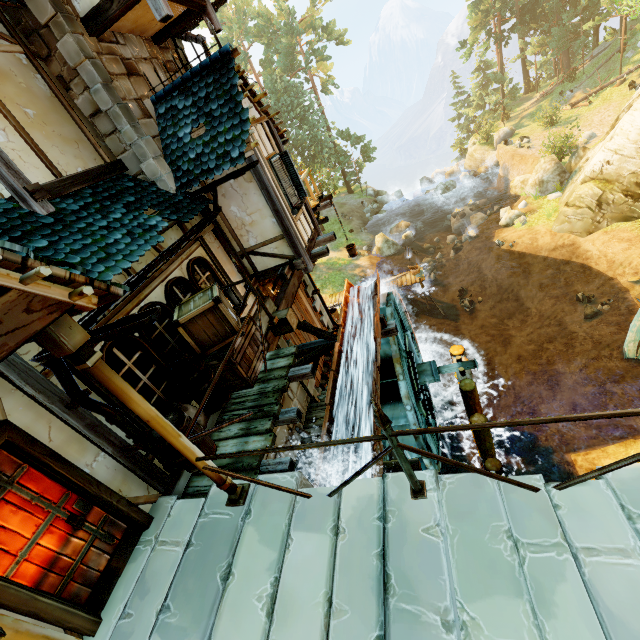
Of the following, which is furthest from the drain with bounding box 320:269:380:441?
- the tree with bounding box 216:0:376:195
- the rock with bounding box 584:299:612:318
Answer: the tree with bounding box 216:0:376:195

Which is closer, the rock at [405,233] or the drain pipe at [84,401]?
the drain pipe at [84,401]

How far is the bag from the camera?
4.79m

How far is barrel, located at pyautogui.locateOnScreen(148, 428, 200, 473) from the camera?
4.1m

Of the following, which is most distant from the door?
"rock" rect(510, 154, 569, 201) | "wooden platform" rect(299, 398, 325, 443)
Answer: "rock" rect(510, 154, 569, 201)

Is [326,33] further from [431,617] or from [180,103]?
[431,617]

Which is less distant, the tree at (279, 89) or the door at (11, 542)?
the door at (11, 542)

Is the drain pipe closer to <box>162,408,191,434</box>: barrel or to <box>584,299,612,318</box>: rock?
<box>162,408,191,434</box>: barrel
